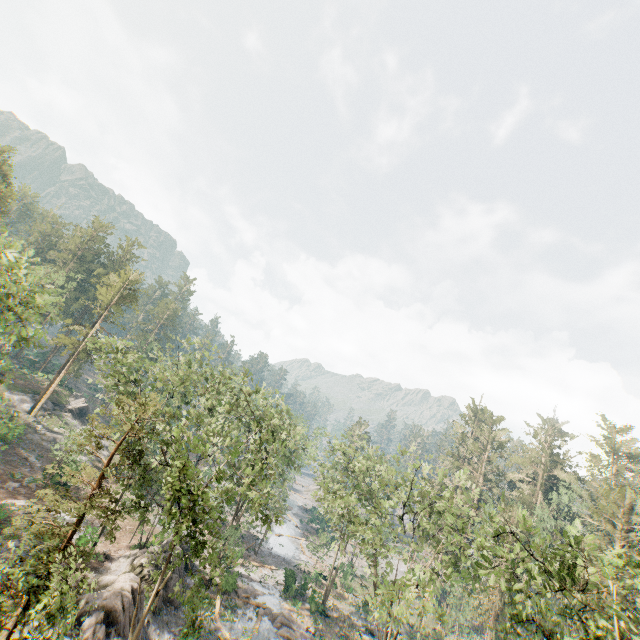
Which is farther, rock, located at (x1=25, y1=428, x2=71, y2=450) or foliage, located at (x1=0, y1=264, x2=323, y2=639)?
rock, located at (x1=25, y1=428, x2=71, y2=450)

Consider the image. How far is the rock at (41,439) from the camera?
39.72m

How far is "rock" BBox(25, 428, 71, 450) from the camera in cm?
3972

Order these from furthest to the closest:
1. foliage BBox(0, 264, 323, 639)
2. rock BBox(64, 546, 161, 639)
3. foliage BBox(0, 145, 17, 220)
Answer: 1. foliage BBox(0, 145, 17, 220)
2. rock BBox(64, 546, 161, 639)
3. foliage BBox(0, 264, 323, 639)

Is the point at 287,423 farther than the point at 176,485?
Yes

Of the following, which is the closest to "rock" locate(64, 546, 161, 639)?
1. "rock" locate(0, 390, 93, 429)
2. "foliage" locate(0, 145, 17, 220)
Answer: "foliage" locate(0, 145, 17, 220)

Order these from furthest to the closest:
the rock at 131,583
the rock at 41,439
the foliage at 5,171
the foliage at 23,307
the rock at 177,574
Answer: the foliage at 5,171 → the rock at 41,439 → the rock at 177,574 → the rock at 131,583 → the foliage at 23,307

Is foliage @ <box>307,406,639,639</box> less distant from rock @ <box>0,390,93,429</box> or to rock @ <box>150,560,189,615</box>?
rock @ <box>0,390,93,429</box>
